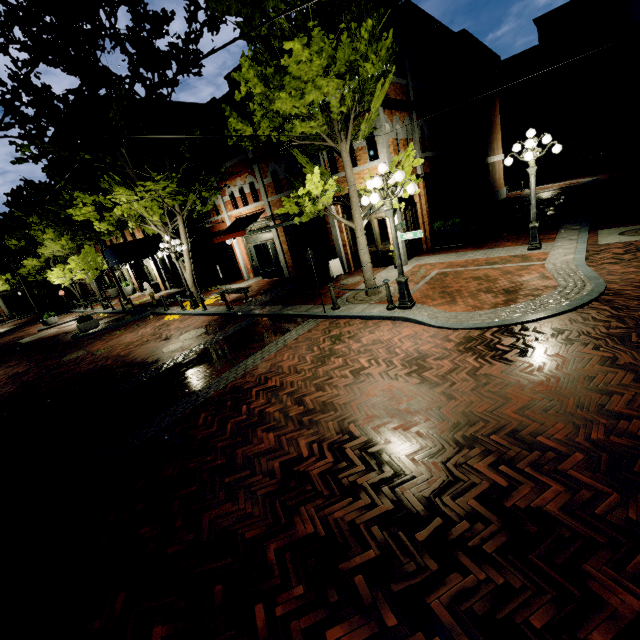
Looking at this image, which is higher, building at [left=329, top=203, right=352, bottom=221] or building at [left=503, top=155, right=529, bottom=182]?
building at [left=329, top=203, right=352, bottom=221]

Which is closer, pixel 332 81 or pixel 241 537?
pixel 241 537

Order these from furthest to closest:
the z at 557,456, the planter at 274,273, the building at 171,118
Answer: the planter at 274,273
the building at 171,118
the z at 557,456

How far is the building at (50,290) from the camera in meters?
41.1 m

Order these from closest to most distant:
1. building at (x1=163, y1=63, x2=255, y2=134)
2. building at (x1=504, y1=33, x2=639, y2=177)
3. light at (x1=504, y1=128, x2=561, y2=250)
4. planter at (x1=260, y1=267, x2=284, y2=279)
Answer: light at (x1=504, y1=128, x2=561, y2=250), building at (x1=163, y1=63, x2=255, y2=134), planter at (x1=260, y1=267, x2=284, y2=279), building at (x1=504, y1=33, x2=639, y2=177)

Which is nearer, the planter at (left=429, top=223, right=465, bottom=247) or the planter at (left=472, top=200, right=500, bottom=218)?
the planter at (left=429, top=223, right=465, bottom=247)

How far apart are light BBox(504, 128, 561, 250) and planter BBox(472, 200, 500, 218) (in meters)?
9.65

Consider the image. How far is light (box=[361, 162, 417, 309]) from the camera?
7.4m
